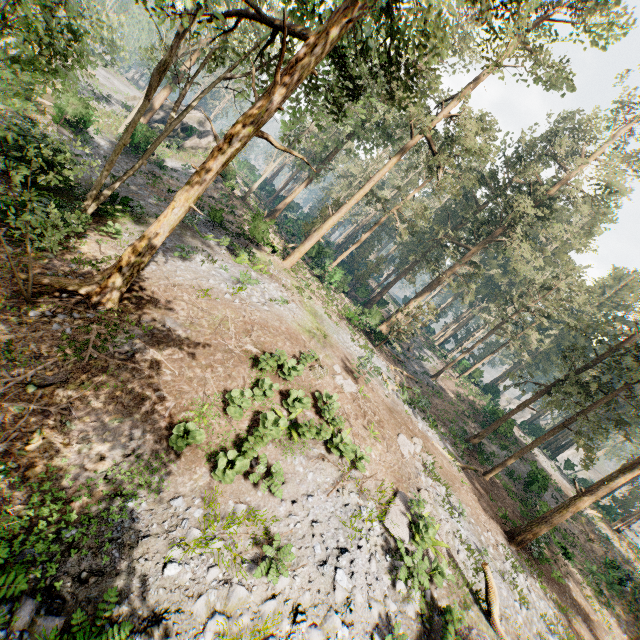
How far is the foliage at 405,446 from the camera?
15.1m

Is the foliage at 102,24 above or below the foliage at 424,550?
above

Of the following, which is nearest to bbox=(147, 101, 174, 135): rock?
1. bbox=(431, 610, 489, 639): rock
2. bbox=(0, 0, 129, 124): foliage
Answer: bbox=(0, 0, 129, 124): foliage

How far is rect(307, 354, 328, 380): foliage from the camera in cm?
1388

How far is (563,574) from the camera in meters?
21.4

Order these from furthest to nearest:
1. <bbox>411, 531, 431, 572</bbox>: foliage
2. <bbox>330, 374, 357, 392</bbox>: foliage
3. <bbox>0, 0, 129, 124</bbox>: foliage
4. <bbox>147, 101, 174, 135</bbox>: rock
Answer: <bbox>147, 101, 174, 135</bbox>: rock, <bbox>330, 374, 357, 392</bbox>: foliage, <bbox>411, 531, 431, 572</bbox>: foliage, <bbox>0, 0, 129, 124</bbox>: foliage
